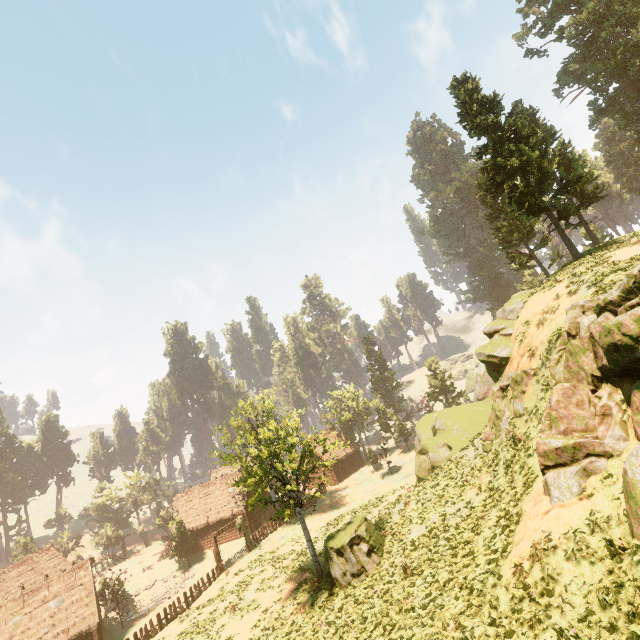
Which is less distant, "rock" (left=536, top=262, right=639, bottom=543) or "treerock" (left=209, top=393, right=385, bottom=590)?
"rock" (left=536, top=262, right=639, bottom=543)

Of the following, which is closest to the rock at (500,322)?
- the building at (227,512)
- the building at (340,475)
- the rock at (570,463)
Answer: the rock at (570,463)

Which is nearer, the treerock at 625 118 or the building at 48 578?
the building at 48 578

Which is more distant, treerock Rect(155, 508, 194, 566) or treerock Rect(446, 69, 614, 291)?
treerock Rect(155, 508, 194, 566)

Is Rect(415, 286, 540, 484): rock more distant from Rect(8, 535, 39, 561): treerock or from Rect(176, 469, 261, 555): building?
Rect(176, 469, 261, 555): building

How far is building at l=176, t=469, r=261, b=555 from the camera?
44.4 meters

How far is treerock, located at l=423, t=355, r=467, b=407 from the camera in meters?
52.9 m

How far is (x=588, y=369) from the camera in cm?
1310
